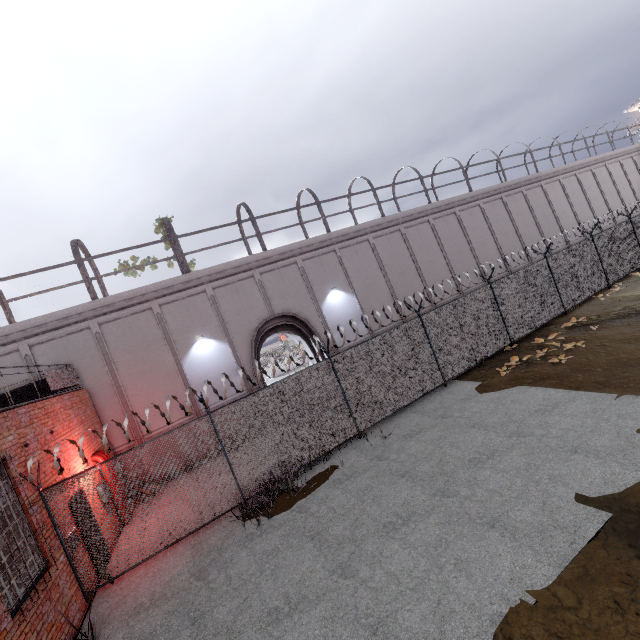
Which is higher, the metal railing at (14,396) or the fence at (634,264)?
the metal railing at (14,396)

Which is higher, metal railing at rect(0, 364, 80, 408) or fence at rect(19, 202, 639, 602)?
metal railing at rect(0, 364, 80, 408)

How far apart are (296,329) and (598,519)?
14.3m
